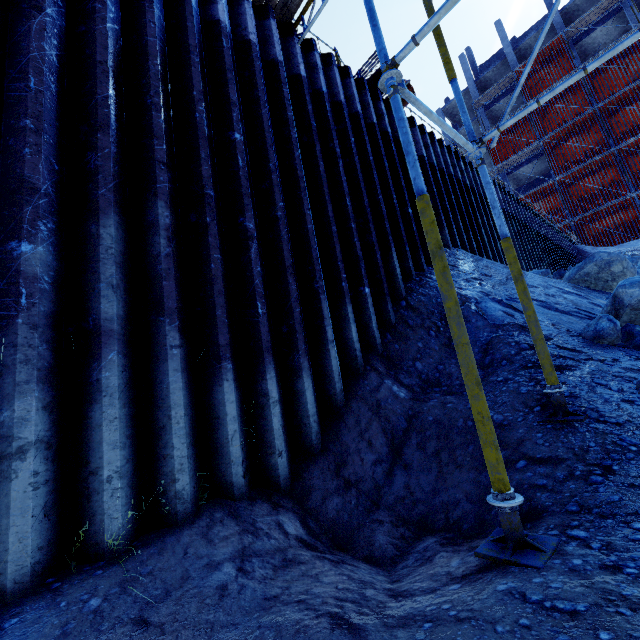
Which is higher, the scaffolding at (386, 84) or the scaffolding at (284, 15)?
the scaffolding at (284, 15)

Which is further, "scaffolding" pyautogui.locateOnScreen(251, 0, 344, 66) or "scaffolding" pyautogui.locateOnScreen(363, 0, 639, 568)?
"scaffolding" pyautogui.locateOnScreen(251, 0, 344, 66)

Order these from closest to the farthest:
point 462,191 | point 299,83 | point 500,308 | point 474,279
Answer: point 500,308
point 299,83
point 474,279
point 462,191

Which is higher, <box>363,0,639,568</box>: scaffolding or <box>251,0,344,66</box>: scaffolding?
<box>251,0,344,66</box>: scaffolding

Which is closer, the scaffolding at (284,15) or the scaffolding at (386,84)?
the scaffolding at (386,84)
